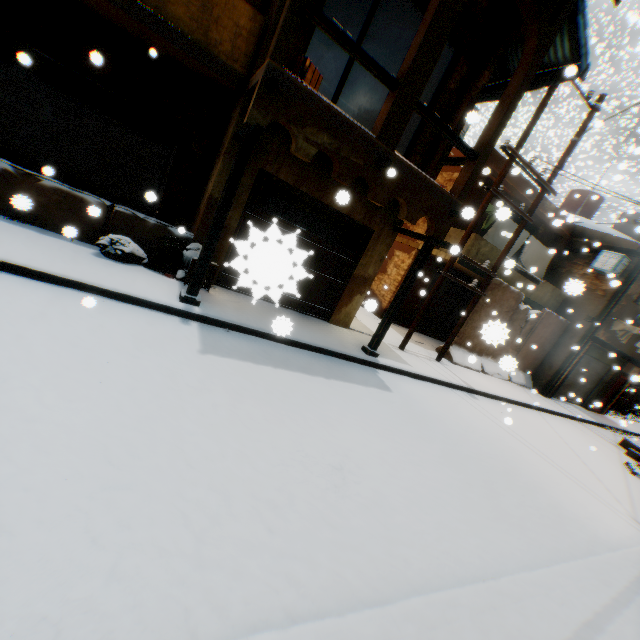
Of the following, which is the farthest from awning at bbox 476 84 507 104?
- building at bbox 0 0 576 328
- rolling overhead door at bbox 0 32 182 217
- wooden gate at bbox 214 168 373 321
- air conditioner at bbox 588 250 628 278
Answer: air conditioner at bbox 588 250 628 278

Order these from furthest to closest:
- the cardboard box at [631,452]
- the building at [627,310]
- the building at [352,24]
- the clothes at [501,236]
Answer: the building at [627,310] < the cardboard box at [631,452] < the clothes at [501,236] < the building at [352,24]

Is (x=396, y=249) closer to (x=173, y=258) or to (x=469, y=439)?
(x=469, y=439)

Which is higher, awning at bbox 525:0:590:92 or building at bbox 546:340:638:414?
awning at bbox 525:0:590:92

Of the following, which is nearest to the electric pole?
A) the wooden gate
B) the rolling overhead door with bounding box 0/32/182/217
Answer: the rolling overhead door with bounding box 0/32/182/217

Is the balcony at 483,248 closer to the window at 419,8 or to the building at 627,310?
the building at 627,310

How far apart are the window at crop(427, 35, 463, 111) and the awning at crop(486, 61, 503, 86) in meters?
1.4 m
